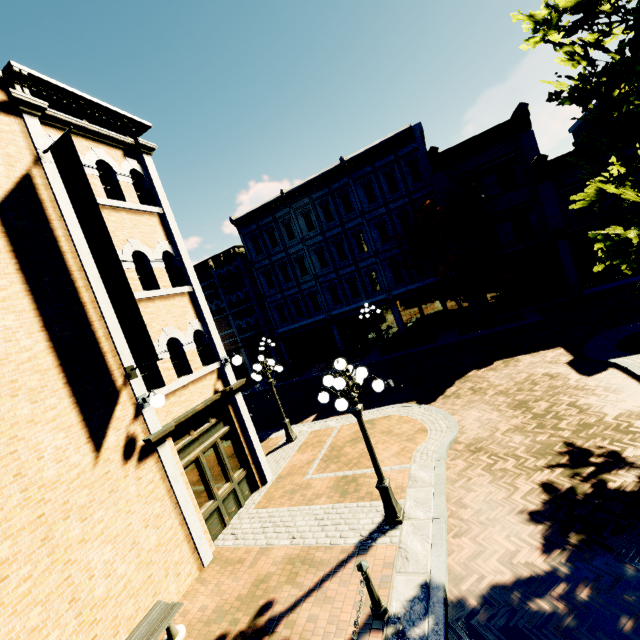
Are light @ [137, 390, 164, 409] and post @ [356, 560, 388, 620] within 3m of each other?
no

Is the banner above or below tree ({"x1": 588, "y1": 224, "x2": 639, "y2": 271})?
above

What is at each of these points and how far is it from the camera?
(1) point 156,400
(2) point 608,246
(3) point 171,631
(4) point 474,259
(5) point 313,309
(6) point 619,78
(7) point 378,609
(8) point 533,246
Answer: (1) light, 7.08m
(2) tree, 7.66m
(3) bench, 5.89m
(4) tree, 18.23m
(5) building, 25.80m
(6) tree, 6.34m
(7) post, 5.03m
(8) building, 19.16m

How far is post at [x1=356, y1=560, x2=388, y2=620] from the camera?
4.99m

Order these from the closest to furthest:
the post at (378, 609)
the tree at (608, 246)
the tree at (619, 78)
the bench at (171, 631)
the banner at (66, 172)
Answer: the post at (378, 609) < the bench at (171, 631) < the tree at (619, 78) < the banner at (66, 172) < the tree at (608, 246)

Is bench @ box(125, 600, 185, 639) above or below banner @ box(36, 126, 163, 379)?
below

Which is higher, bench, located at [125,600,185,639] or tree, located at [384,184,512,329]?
tree, located at [384,184,512,329]

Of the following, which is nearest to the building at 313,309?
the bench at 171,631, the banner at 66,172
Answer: the banner at 66,172
